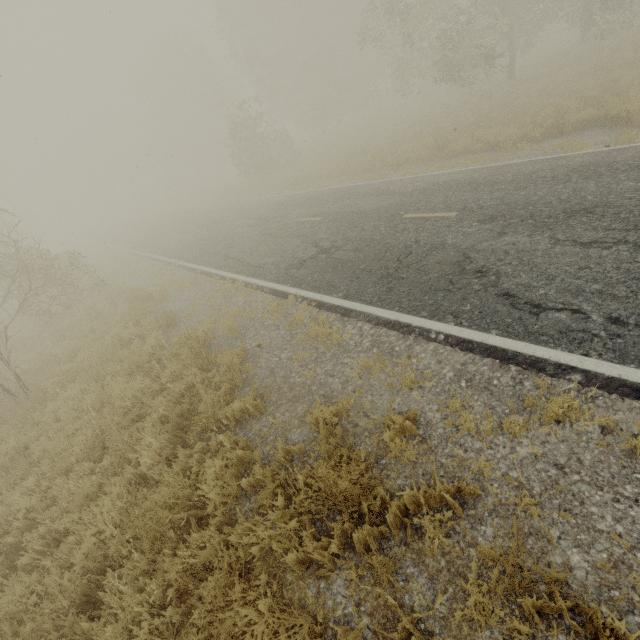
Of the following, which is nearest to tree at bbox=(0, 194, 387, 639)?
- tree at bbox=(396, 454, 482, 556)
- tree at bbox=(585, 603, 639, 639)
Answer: tree at bbox=(396, 454, 482, 556)

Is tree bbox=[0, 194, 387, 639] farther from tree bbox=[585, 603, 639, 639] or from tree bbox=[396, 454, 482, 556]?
tree bbox=[585, 603, 639, 639]

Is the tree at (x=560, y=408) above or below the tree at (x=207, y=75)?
below

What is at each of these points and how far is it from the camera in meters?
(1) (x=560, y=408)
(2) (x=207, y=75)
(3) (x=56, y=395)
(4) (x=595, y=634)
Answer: (1) tree, 3.4 m
(2) tree, 43.1 m
(3) tree, 8.2 m
(4) tree, 2.1 m

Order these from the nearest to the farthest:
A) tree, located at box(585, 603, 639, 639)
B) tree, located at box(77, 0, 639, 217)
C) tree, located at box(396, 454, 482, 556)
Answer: tree, located at box(585, 603, 639, 639) < tree, located at box(396, 454, 482, 556) < tree, located at box(77, 0, 639, 217)
